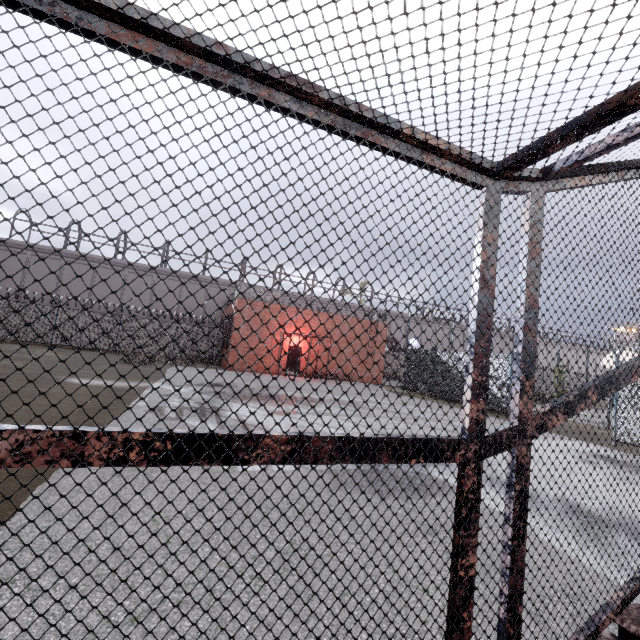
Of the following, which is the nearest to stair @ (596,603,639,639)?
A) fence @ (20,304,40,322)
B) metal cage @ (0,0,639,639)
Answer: metal cage @ (0,0,639,639)

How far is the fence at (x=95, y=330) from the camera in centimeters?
2391cm

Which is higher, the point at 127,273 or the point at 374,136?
the point at 127,273

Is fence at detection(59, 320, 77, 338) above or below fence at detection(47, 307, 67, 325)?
below

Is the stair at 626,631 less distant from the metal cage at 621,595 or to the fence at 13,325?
the metal cage at 621,595

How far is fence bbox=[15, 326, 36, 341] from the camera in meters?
22.4

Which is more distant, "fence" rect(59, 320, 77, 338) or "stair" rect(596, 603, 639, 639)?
"fence" rect(59, 320, 77, 338)

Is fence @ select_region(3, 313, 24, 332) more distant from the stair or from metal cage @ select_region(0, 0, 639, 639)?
the stair
